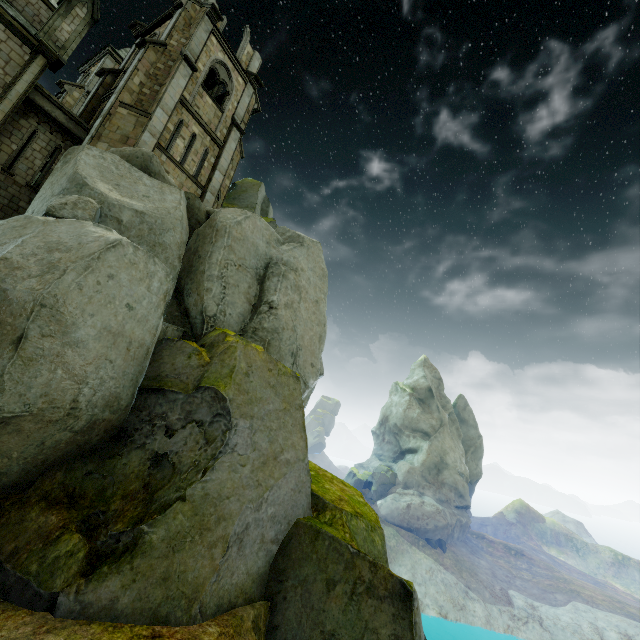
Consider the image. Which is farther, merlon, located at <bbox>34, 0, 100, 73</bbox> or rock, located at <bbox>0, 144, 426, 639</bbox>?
merlon, located at <bbox>34, 0, 100, 73</bbox>

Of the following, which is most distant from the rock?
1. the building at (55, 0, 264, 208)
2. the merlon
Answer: the merlon

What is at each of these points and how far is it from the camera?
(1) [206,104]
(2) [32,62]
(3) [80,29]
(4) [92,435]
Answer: (1) building, 19.5 meters
(2) building, 13.5 meters
(3) merlon, 15.2 meters
(4) rock, 7.9 meters

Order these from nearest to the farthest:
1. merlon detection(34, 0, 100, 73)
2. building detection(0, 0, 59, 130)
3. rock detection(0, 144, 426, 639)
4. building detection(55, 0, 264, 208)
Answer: rock detection(0, 144, 426, 639) → building detection(0, 0, 59, 130) → merlon detection(34, 0, 100, 73) → building detection(55, 0, 264, 208)

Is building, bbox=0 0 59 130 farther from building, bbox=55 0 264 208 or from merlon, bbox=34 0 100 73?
building, bbox=55 0 264 208

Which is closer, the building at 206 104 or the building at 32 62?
the building at 32 62

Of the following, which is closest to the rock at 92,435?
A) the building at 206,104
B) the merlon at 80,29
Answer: the building at 206,104
